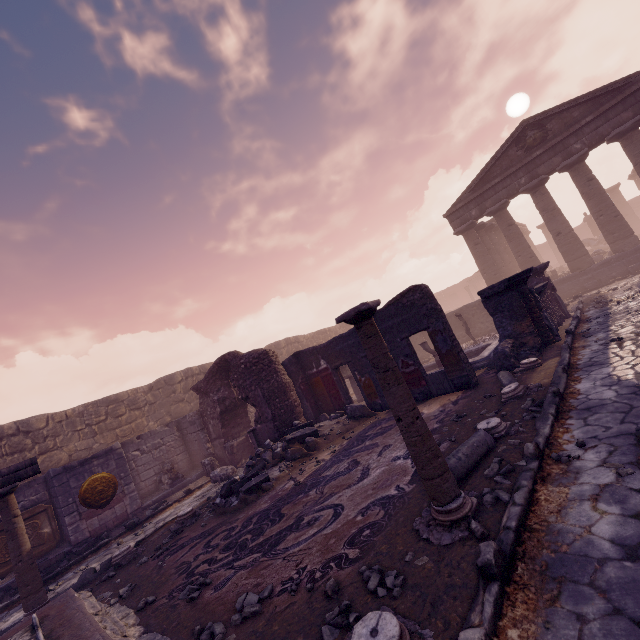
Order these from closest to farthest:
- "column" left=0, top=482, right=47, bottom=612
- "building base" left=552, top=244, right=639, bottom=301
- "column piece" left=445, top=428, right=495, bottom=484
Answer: "column piece" left=445, top=428, right=495, bottom=484 < "column" left=0, top=482, right=47, bottom=612 < "building base" left=552, top=244, right=639, bottom=301

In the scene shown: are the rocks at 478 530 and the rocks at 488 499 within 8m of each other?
Answer: yes

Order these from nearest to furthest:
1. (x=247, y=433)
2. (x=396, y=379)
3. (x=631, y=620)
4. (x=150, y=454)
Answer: (x=631, y=620), (x=396, y=379), (x=247, y=433), (x=150, y=454)

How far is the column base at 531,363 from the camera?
7.2 meters

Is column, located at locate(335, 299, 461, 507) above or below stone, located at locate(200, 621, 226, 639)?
above

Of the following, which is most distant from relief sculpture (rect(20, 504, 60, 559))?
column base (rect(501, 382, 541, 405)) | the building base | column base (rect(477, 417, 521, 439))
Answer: the building base

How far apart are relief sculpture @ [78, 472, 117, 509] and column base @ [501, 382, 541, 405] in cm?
1184

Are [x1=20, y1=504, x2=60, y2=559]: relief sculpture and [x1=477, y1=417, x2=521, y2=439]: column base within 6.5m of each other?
no
